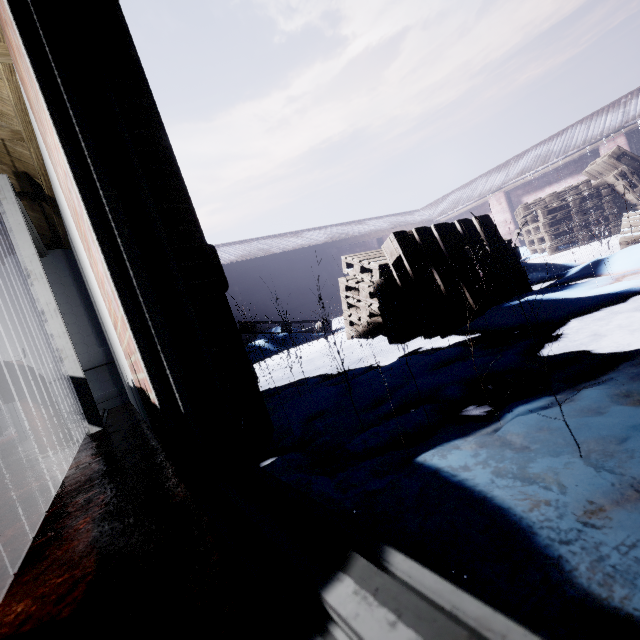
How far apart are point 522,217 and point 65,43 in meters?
6.9

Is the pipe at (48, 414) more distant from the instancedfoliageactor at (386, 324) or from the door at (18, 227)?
the instancedfoliageactor at (386, 324)

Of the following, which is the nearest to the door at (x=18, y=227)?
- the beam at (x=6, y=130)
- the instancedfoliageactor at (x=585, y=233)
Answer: the beam at (x=6, y=130)

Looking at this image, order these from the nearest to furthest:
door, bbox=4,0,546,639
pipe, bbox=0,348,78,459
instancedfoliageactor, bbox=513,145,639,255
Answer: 1. door, bbox=4,0,546,639
2. pipe, bbox=0,348,78,459
3. instancedfoliageactor, bbox=513,145,639,255

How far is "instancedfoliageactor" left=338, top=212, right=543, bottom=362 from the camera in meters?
2.3

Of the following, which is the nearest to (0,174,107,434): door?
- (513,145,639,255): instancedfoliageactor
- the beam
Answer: the beam

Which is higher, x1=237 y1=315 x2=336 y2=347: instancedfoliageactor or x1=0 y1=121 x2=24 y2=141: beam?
x1=0 y1=121 x2=24 y2=141: beam
